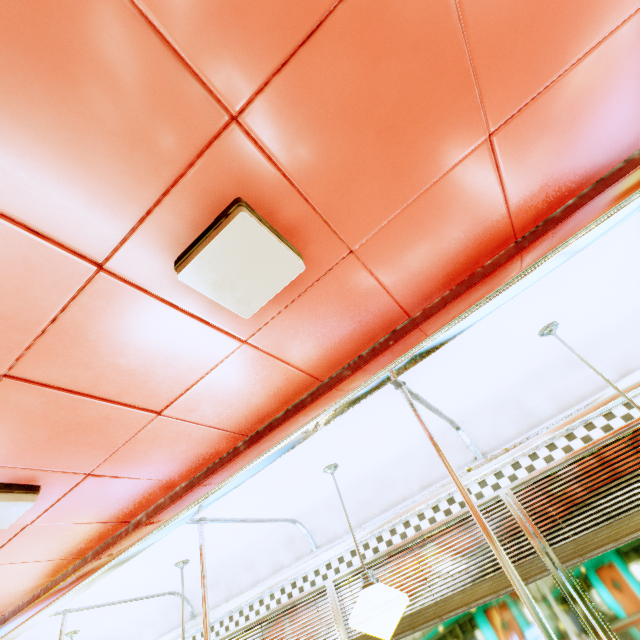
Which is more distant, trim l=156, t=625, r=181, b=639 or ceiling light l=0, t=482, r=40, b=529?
trim l=156, t=625, r=181, b=639

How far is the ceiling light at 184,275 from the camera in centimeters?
106cm

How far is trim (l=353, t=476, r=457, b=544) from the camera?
3.0 meters

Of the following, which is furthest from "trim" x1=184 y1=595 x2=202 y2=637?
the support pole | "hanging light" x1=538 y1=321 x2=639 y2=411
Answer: "hanging light" x1=538 y1=321 x2=639 y2=411

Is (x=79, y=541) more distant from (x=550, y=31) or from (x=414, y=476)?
(x=550, y=31)

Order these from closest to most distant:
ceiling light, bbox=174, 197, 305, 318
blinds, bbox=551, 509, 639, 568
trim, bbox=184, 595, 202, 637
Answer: ceiling light, bbox=174, 197, 305, 318 → blinds, bbox=551, 509, 639, 568 → trim, bbox=184, 595, 202, 637

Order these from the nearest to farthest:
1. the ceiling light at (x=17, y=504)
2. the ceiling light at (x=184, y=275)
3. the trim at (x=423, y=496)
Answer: the ceiling light at (x=184, y=275)
the ceiling light at (x=17, y=504)
the trim at (x=423, y=496)

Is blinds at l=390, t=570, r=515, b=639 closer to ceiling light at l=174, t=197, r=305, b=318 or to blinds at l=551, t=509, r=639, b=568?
blinds at l=551, t=509, r=639, b=568
